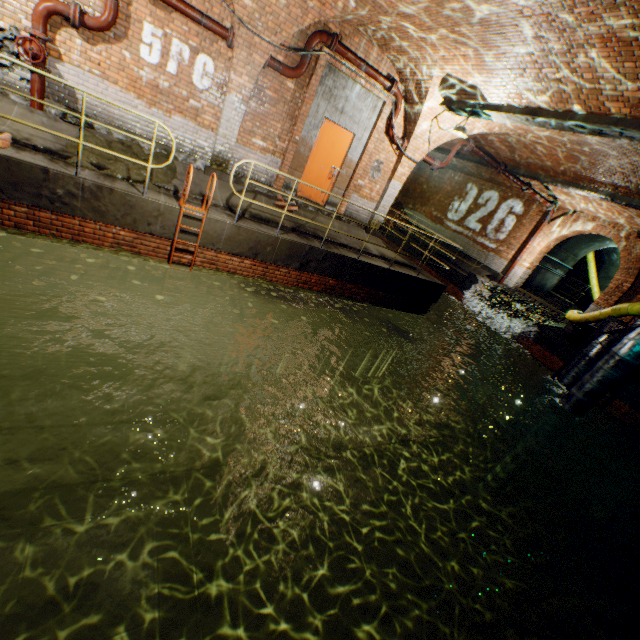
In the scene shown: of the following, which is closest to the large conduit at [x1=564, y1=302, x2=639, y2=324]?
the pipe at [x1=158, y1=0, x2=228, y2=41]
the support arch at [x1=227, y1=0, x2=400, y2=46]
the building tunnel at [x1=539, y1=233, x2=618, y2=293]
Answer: the building tunnel at [x1=539, y1=233, x2=618, y2=293]

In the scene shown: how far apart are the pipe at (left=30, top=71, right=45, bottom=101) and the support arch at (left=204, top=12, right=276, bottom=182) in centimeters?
302cm

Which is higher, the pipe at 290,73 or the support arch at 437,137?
the support arch at 437,137

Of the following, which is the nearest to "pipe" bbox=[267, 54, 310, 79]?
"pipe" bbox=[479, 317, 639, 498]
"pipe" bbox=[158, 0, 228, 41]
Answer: "pipe" bbox=[158, 0, 228, 41]

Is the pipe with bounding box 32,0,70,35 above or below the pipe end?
below

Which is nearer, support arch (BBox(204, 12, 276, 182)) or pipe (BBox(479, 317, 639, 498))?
support arch (BBox(204, 12, 276, 182))

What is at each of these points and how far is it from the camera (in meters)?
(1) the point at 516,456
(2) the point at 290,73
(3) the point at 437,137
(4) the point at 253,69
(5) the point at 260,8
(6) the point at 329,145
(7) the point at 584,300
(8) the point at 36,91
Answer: (1) pipe, 10.11
(2) pipe, 7.54
(3) support arch, 9.57
(4) support arch, 7.16
(5) support arch, 6.35
(6) door, 8.98
(7) building tunnel, 21.73
(8) pipe, 6.08

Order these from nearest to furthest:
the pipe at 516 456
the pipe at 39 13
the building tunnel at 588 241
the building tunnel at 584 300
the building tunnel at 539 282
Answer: the pipe at 39 13
the pipe at 516 456
the building tunnel at 588 241
the building tunnel at 539 282
the building tunnel at 584 300
